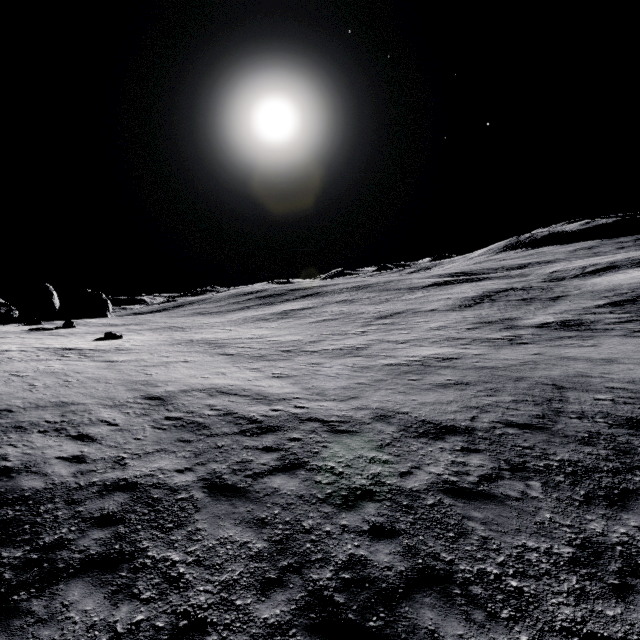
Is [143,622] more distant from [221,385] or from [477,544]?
[221,385]
